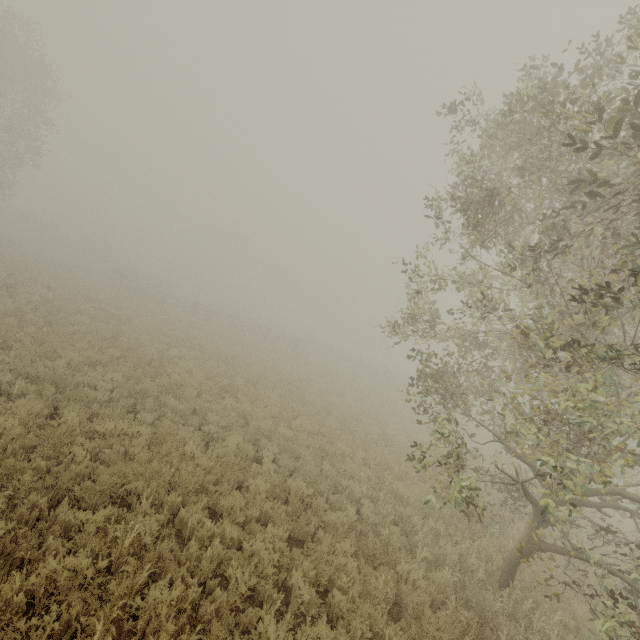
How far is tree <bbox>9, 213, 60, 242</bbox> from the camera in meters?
50.2

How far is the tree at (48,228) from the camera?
50.2m

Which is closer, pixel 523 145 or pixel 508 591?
pixel 508 591

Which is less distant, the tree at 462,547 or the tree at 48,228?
the tree at 462,547

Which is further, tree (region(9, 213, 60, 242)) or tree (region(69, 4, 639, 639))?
tree (region(9, 213, 60, 242))
